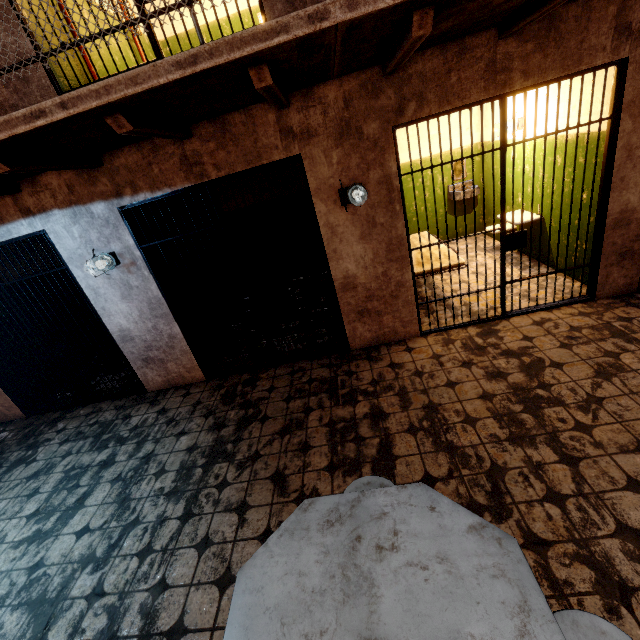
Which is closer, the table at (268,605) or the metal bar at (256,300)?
the table at (268,605)

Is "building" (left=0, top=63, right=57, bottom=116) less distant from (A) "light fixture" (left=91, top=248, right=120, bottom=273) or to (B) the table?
(A) "light fixture" (left=91, top=248, right=120, bottom=273)

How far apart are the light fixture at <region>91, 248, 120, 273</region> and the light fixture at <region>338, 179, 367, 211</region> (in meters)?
2.64

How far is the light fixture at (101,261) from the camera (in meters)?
3.62

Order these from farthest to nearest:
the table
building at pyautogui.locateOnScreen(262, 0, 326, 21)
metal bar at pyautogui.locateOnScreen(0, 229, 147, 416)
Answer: metal bar at pyautogui.locateOnScreen(0, 229, 147, 416)
building at pyautogui.locateOnScreen(262, 0, 326, 21)
the table

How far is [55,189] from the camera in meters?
3.4 m

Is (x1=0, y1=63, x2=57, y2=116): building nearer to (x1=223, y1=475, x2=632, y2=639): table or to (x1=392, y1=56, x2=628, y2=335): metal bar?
(x1=392, y1=56, x2=628, y2=335): metal bar

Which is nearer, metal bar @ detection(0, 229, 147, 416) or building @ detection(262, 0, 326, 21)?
building @ detection(262, 0, 326, 21)
